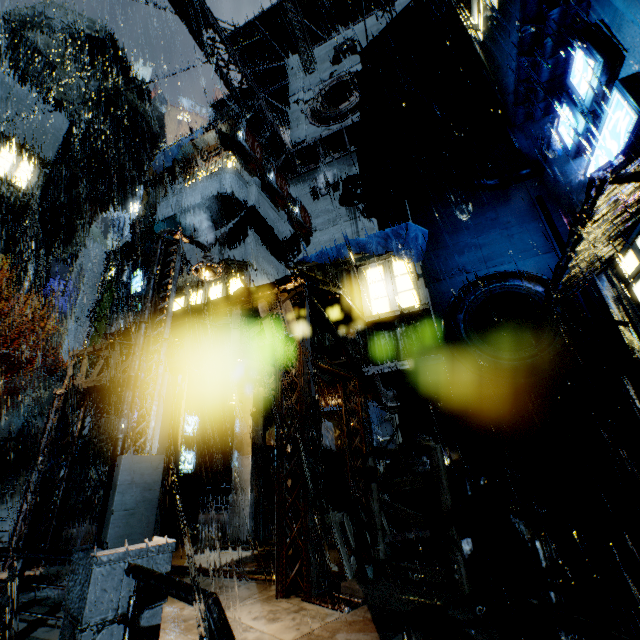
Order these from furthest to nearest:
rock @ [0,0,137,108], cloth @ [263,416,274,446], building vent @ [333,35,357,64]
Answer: rock @ [0,0,137,108], building vent @ [333,35,357,64], cloth @ [263,416,274,446]

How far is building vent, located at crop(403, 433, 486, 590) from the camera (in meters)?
10.26

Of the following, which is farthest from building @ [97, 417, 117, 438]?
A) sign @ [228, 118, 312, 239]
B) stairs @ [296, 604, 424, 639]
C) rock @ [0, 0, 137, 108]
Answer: rock @ [0, 0, 137, 108]

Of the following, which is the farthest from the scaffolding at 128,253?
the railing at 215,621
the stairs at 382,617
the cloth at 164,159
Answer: the stairs at 382,617

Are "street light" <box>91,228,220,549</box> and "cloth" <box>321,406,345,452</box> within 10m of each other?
yes

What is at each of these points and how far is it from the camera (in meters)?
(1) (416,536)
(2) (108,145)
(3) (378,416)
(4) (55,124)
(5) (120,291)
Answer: (1) building, 10.38
(2) rock, 54.75
(3) cloth, 15.09
(4) building, 40.25
(5) pipe, 29.06

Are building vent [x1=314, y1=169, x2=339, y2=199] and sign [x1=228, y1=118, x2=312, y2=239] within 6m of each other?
yes

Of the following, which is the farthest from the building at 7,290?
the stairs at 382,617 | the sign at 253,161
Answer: the sign at 253,161
